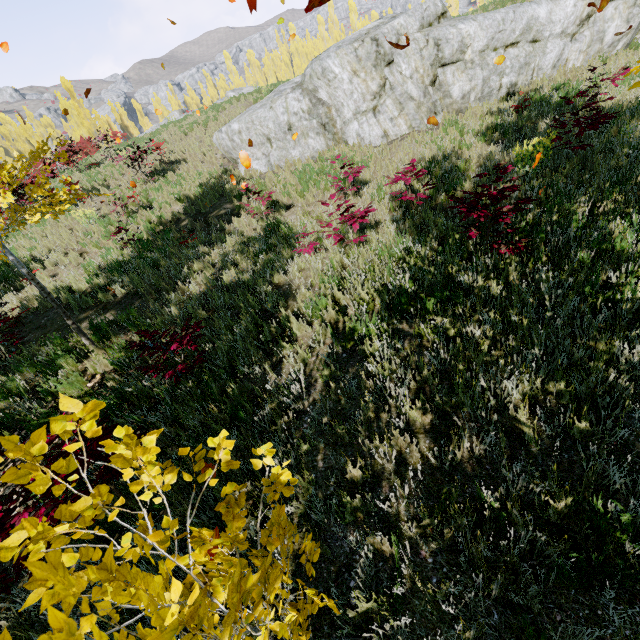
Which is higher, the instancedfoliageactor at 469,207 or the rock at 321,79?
the rock at 321,79

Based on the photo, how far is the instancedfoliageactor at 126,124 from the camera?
22.33m

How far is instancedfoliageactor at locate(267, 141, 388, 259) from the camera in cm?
575

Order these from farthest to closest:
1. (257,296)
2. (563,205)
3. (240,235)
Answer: (240,235)
(257,296)
(563,205)

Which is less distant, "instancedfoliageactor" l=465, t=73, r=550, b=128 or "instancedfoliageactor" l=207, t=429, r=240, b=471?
"instancedfoliageactor" l=207, t=429, r=240, b=471

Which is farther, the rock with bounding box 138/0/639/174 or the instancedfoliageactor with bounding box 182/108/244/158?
the instancedfoliageactor with bounding box 182/108/244/158
